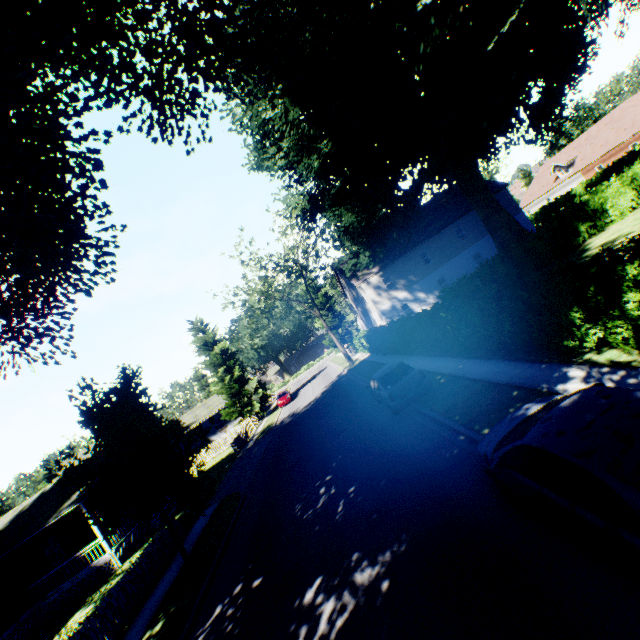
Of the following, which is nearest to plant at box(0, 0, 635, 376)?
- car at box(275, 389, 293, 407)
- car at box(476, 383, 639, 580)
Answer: car at box(275, 389, 293, 407)

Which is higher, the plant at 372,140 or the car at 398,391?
the plant at 372,140

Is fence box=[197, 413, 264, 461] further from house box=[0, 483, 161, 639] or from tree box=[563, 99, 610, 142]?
tree box=[563, 99, 610, 142]

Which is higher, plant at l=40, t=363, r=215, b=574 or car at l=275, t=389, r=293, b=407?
plant at l=40, t=363, r=215, b=574

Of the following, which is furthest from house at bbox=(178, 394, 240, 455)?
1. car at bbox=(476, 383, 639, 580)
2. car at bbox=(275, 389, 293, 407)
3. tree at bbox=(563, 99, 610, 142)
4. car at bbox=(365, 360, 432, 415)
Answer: Result: tree at bbox=(563, 99, 610, 142)

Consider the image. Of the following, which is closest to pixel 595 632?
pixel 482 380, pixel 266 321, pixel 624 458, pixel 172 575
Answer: pixel 624 458

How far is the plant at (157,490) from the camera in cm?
989

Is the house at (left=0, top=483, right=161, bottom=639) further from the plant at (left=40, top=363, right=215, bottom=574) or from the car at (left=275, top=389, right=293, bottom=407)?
the car at (left=275, top=389, right=293, bottom=407)
